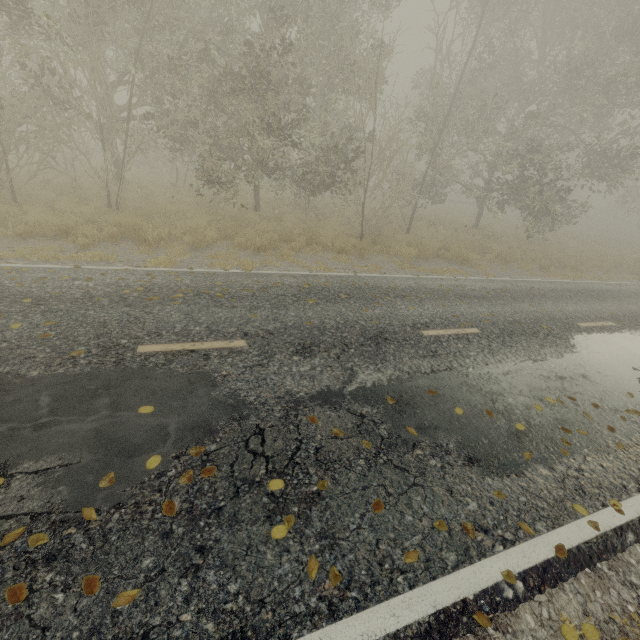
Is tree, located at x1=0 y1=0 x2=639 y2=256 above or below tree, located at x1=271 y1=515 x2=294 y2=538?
above

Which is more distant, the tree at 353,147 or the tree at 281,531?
the tree at 353,147

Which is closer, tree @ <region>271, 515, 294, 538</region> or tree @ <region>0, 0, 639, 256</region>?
tree @ <region>271, 515, 294, 538</region>

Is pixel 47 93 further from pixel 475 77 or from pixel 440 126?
pixel 475 77

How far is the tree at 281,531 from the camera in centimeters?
268cm

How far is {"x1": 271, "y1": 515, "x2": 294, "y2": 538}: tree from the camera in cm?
268
